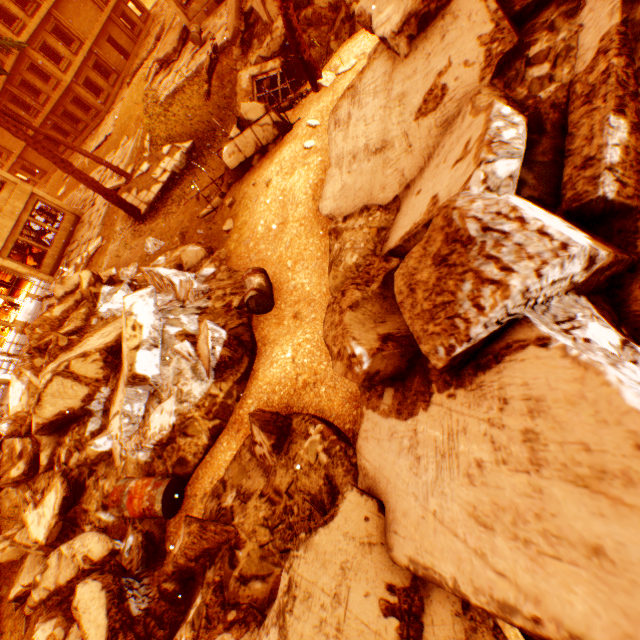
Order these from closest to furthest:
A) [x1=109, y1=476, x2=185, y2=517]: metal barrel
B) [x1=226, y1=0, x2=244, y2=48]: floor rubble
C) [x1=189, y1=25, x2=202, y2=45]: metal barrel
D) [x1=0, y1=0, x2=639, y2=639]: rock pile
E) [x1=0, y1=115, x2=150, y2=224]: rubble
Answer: [x1=0, y1=0, x2=639, y2=639]: rock pile < [x1=109, y1=476, x2=185, y2=517]: metal barrel < [x1=0, y1=115, x2=150, y2=224]: rubble < [x1=226, y1=0, x2=244, y2=48]: floor rubble < [x1=189, y1=25, x2=202, y2=45]: metal barrel

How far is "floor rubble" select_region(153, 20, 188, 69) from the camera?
17.85m

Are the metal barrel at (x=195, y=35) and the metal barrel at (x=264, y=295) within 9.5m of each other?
no

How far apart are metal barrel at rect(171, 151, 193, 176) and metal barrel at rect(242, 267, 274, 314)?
8.55m

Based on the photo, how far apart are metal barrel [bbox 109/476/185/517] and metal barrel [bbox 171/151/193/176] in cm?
1152

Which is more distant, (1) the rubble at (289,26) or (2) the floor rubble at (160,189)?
(2) the floor rubble at (160,189)

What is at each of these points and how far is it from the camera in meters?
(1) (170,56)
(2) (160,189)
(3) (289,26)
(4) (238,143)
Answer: (1) floor rubble, 17.7 m
(2) floor rubble, 13.4 m
(3) rubble, 7.4 m
(4) floor rubble, 8.2 m

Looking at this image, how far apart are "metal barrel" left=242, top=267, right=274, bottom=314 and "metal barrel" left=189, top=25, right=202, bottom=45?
16.0m
